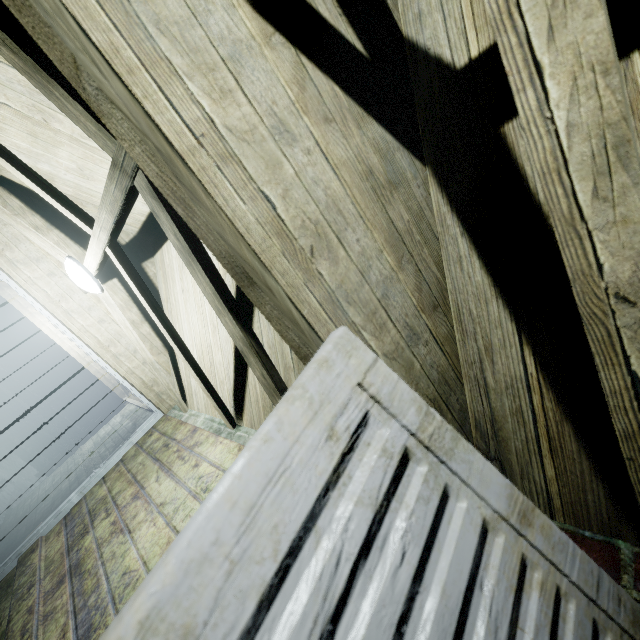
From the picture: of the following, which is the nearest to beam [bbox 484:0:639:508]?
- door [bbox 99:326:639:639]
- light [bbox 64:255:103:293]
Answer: door [bbox 99:326:639:639]

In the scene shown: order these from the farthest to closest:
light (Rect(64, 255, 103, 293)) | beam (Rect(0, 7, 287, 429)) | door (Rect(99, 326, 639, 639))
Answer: light (Rect(64, 255, 103, 293)) < beam (Rect(0, 7, 287, 429)) < door (Rect(99, 326, 639, 639))

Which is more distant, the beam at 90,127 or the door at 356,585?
the beam at 90,127

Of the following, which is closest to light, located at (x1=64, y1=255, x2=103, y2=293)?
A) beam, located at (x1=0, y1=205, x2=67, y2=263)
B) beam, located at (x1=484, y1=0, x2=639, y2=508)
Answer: beam, located at (x1=0, y1=205, x2=67, y2=263)

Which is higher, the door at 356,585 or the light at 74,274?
the light at 74,274

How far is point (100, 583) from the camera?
1.7m

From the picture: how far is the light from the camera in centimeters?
233cm

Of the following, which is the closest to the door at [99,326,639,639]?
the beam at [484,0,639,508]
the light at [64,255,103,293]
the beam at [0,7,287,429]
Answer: the beam at [484,0,639,508]
